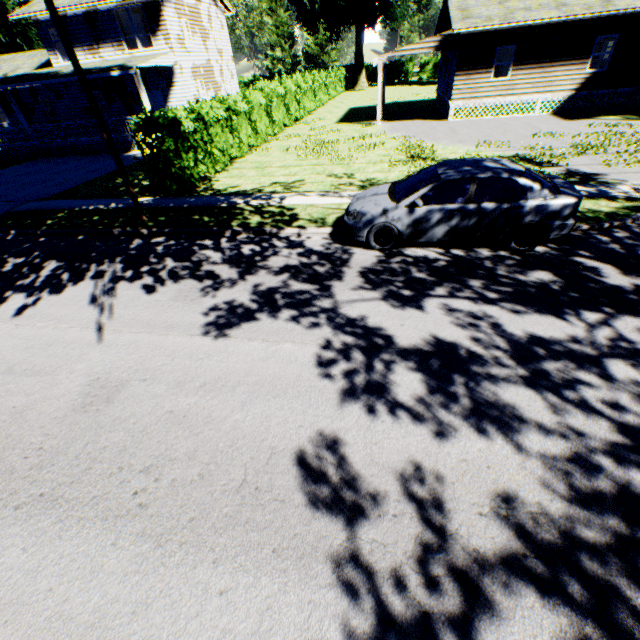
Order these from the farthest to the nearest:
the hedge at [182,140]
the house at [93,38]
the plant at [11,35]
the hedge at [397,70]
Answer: the hedge at [397,70], the plant at [11,35], the house at [93,38], the hedge at [182,140]

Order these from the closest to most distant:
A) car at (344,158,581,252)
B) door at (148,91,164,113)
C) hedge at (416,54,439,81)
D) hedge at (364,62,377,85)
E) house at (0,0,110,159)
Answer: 1. car at (344,158,581,252)
2. house at (0,0,110,159)
3. door at (148,91,164,113)
4. hedge at (416,54,439,81)
5. hedge at (364,62,377,85)

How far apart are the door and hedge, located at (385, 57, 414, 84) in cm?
4351

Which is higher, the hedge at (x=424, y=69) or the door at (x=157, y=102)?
the door at (x=157, y=102)

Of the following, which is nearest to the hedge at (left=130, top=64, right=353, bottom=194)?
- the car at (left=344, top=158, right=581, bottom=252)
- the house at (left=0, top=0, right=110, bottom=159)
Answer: the house at (left=0, top=0, right=110, bottom=159)

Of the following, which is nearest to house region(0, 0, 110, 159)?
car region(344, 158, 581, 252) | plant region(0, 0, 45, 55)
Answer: plant region(0, 0, 45, 55)

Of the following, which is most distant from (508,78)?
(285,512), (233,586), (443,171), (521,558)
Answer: (233,586)
